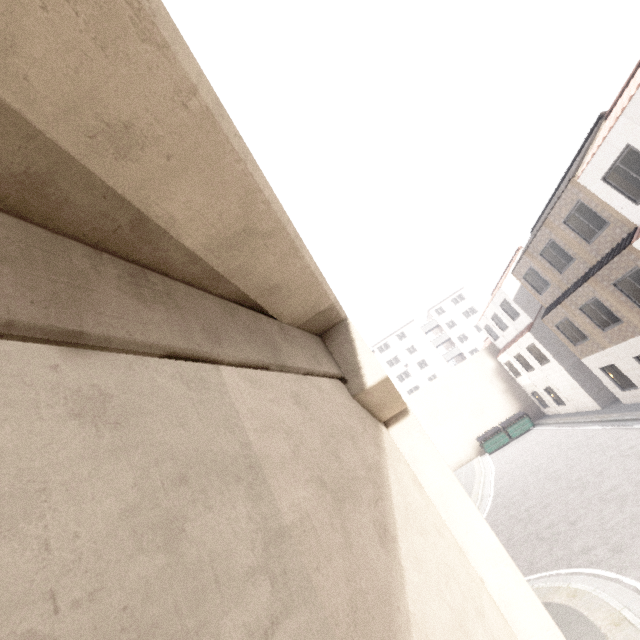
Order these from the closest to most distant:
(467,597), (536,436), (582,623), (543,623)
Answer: (467,597) < (543,623) < (582,623) < (536,436)

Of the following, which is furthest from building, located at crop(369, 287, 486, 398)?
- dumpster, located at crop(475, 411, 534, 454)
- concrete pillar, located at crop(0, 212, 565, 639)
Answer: concrete pillar, located at crop(0, 212, 565, 639)

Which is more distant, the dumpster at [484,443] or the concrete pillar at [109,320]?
the dumpster at [484,443]

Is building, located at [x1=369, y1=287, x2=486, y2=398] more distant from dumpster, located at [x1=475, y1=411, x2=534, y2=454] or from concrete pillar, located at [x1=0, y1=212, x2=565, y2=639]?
concrete pillar, located at [x1=0, y1=212, x2=565, y2=639]

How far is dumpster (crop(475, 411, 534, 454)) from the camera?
25.6m

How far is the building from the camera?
53.5 meters

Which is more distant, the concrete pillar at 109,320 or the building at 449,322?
the building at 449,322

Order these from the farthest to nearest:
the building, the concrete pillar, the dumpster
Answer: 1. the building
2. the dumpster
3. the concrete pillar
